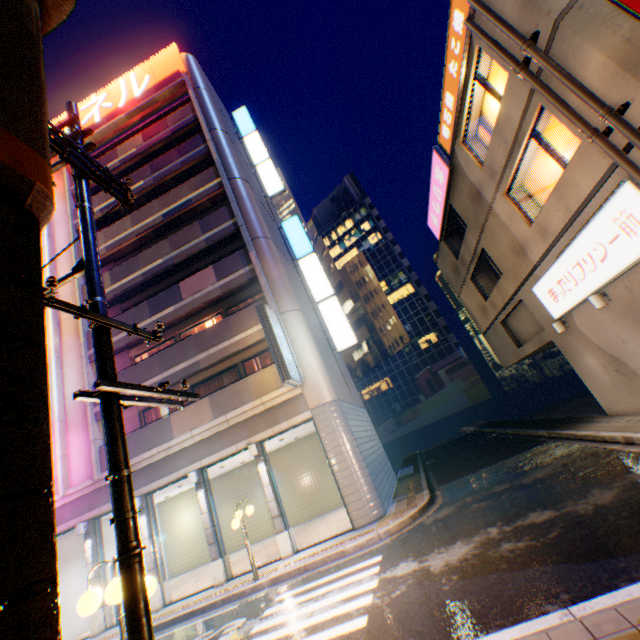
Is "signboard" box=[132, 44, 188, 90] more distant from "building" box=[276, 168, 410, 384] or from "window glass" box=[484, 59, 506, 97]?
"building" box=[276, 168, 410, 384]

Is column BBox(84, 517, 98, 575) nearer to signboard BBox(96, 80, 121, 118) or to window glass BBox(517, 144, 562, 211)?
window glass BBox(517, 144, 562, 211)

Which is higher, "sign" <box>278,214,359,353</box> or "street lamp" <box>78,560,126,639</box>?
"sign" <box>278,214,359,353</box>

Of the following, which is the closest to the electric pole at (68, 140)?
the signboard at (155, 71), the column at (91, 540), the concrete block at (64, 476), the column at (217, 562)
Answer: the concrete block at (64, 476)

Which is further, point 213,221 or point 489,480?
point 213,221

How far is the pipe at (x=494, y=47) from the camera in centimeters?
827cm

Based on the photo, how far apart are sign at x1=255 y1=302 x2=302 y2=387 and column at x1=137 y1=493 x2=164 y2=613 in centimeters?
837cm

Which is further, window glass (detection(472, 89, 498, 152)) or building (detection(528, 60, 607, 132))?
window glass (detection(472, 89, 498, 152))
